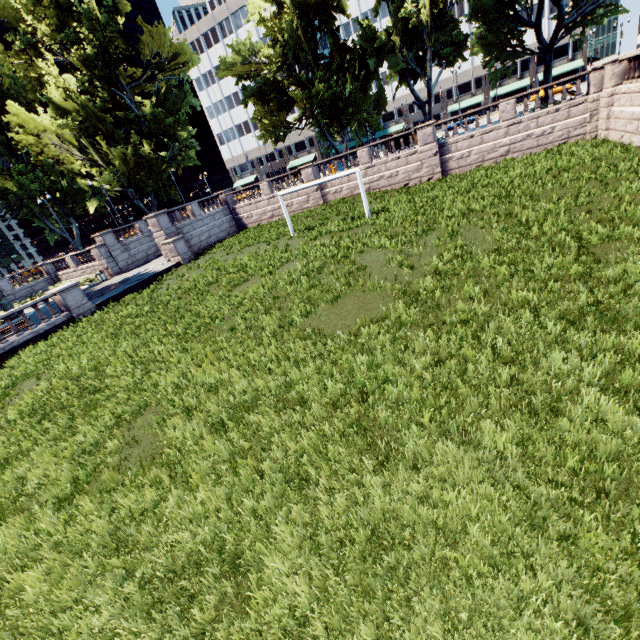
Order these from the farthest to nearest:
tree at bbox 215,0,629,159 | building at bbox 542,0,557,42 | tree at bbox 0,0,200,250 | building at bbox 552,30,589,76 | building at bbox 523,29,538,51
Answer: building at bbox 523,29,538,51
building at bbox 552,30,589,76
building at bbox 542,0,557,42
tree at bbox 0,0,200,250
tree at bbox 215,0,629,159

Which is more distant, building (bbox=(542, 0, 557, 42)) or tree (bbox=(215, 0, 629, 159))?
building (bbox=(542, 0, 557, 42))

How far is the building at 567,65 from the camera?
57.2m

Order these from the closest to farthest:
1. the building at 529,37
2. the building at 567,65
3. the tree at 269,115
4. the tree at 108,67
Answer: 1. the tree at 269,115
2. the tree at 108,67
3. the building at 567,65
4. the building at 529,37

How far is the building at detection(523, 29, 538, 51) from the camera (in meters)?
58.70

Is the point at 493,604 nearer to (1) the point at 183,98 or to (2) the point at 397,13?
(2) the point at 397,13
